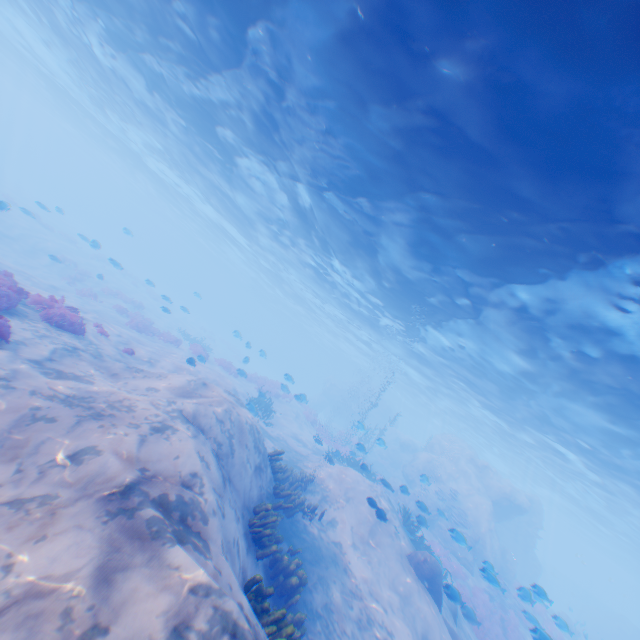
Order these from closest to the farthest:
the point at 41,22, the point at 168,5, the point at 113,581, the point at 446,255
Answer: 1. the point at 113,581
2. the point at 168,5
3. the point at 446,255
4. the point at 41,22

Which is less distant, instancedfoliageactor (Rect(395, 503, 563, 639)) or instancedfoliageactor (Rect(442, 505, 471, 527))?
instancedfoliageactor (Rect(395, 503, 563, 639))

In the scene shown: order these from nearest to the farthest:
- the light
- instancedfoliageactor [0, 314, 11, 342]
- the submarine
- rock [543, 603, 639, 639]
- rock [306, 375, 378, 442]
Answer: the light
instancedfoliageactor [0, 314, 11, 342]
rock [543, 603, 639, 639]
rock [306, 375, 378, 442]
the submarine

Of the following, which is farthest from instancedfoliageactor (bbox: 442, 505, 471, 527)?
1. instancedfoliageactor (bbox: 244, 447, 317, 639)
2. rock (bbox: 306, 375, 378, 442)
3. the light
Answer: instancedfoliageactor (bbox: 244, 447, 317, 639)

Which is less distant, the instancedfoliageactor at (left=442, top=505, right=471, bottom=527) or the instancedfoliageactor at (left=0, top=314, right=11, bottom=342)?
the instancedfoliageactor at (left=0, top=314, right=11, bottom=342)

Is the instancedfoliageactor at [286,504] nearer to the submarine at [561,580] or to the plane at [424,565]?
the plane at [424,565]

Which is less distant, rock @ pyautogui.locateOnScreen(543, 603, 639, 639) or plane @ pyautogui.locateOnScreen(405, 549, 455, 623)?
plane @ pyautogui.locateOnScreen(405, 549, 455, 623)

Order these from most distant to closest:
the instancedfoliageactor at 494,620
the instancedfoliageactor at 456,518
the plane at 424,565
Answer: the instancedfoliageactor at 456,518 < the plane at 424,565 < the instancedfoliageactor at 494,620
